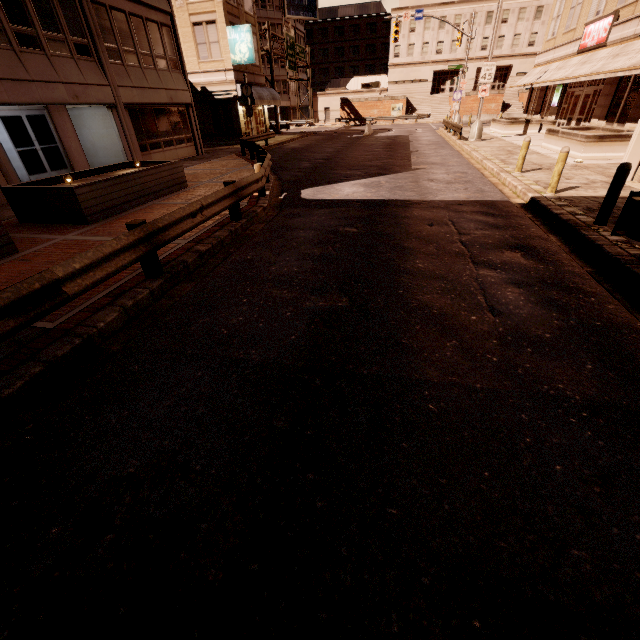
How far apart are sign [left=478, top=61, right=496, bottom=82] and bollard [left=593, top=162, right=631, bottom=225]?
19.4m

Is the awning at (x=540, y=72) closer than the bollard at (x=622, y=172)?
No

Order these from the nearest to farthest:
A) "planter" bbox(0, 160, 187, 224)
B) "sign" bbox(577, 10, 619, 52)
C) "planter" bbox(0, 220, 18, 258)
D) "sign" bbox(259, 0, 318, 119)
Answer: "planter" bbox(0, 220, 18, 258)
"planter" bbox(0, 160, 187, 224)
"sign" bbox(577, 10, 619, 52)
"sign" bbox(259, 0, 318, 119)

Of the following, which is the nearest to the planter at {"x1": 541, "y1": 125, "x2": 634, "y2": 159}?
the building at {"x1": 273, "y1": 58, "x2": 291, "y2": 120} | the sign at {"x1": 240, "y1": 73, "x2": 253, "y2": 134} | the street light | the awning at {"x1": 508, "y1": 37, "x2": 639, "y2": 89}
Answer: the awning at {"x1": 508, "y1": 37, "x2": 639, "y2": 89}

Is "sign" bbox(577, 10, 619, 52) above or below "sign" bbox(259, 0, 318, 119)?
below

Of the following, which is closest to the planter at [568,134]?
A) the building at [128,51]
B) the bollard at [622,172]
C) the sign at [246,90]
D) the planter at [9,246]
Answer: the bollard at [622,172]

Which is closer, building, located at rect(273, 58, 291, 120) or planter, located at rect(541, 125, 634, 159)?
planter, located at rect(541, 125, 634, 159)

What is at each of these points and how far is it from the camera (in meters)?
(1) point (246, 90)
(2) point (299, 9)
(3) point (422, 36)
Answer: (1) sign, 23.62
(2) sign, 53.78
(3) building, 53.44
